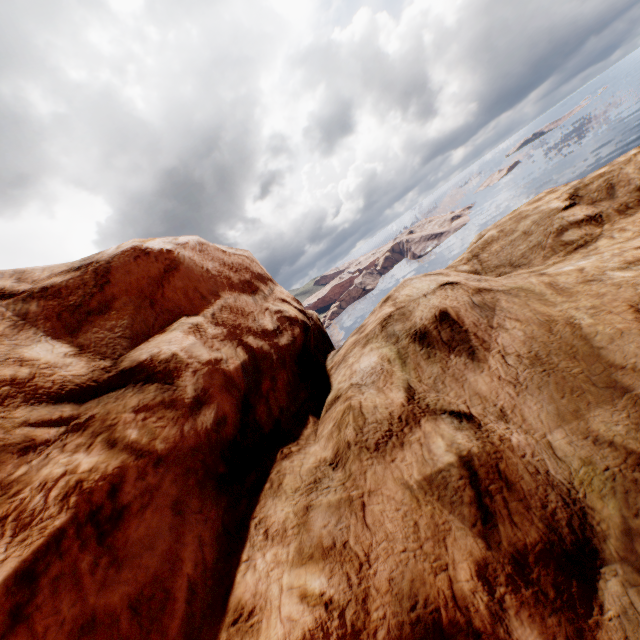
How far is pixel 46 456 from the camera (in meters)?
2.49
